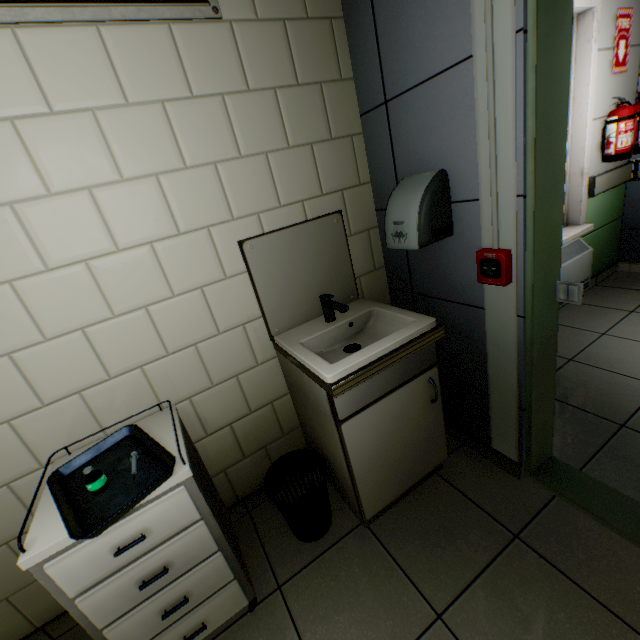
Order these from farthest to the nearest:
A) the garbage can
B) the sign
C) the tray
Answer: the sign → the garbage can → the tray

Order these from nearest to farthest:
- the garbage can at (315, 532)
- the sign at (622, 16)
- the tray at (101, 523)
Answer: the tray at (101, 523) → the garbage can at (315, 532) → the sign at (622, 16)

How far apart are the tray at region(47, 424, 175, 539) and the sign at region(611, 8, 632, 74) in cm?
424

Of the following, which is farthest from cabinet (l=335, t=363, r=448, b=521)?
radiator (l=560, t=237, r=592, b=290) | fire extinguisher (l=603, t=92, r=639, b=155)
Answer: fire extinguisher (l=603, t=92, r=639, b=155)

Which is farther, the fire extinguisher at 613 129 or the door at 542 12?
the fire extinguisher at 613 129

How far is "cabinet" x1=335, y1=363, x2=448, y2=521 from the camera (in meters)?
1.43

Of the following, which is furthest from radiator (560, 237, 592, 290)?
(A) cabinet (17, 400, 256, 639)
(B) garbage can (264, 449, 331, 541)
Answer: (A) cabinet (17, 400, 256, 639)

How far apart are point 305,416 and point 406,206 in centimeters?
119cm
